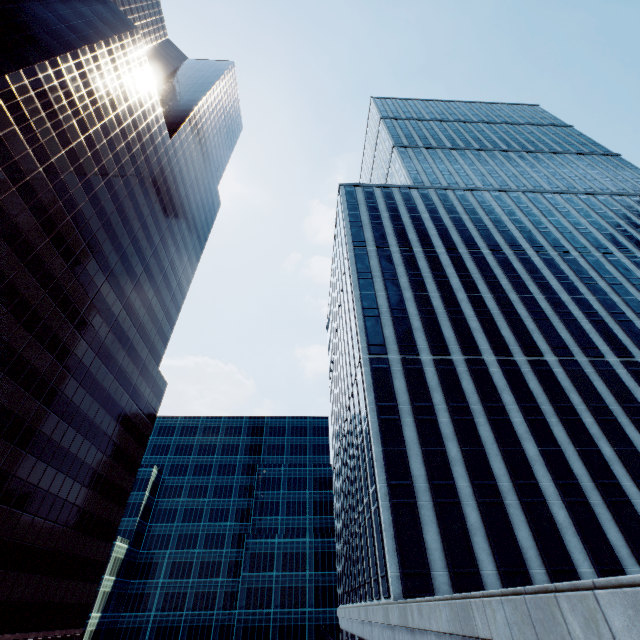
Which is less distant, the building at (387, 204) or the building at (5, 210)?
the building at (387, 204)

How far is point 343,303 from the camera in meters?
43.7

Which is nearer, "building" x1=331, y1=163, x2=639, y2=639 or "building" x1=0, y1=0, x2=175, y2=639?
"building" x1=331, y1=163, x2=639, y2=639
